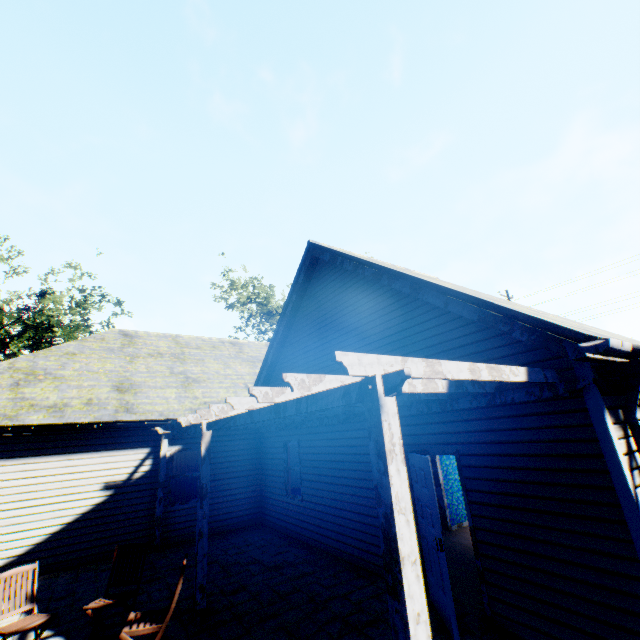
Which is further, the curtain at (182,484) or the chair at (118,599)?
the curtain at (182,484)

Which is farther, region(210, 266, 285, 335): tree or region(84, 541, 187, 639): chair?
region(210, 266, 285, 335): tree

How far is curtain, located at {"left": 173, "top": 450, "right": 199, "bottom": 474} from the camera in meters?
10.1

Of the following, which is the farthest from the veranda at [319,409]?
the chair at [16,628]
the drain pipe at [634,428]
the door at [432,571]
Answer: the chair at [16,628]

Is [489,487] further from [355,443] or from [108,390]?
[108,390]

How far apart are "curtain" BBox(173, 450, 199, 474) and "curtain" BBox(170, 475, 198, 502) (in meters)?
0.07

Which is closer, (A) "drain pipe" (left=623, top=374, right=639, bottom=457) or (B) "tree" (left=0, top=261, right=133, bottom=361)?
(A) "drain pipe" (left=623, top=374, right=639, bottom=457)

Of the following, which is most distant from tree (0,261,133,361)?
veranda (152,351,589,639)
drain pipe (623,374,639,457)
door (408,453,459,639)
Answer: door (408,453,459,639)
